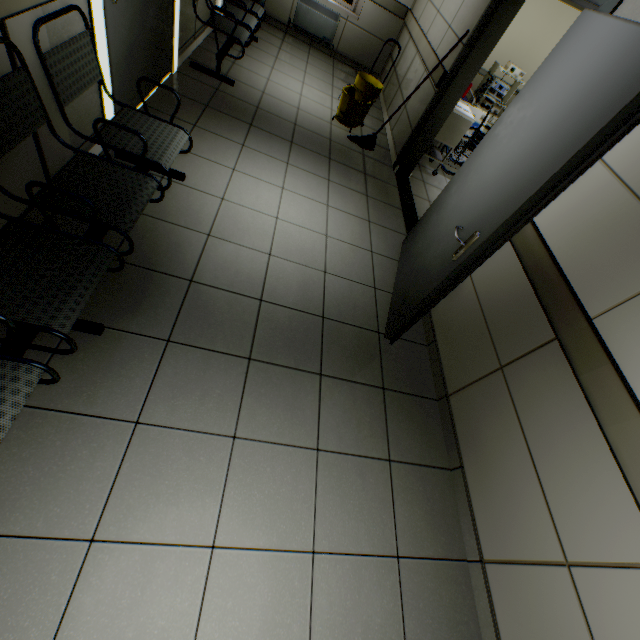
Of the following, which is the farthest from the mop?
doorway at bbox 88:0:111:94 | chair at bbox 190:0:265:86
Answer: doorway at bbox 88:0:111:94

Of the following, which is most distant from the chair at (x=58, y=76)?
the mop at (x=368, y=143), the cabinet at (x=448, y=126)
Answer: the cabinet at (x=448, y=126)

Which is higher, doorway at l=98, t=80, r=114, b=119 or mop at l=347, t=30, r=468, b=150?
doorway at l=98, t=80, r=114, b=119

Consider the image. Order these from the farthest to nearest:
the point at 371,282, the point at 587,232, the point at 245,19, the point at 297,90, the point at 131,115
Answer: the point at 297,90
the point at 245,19
the point at 371,282
the point at 131,115
the point at 587,232

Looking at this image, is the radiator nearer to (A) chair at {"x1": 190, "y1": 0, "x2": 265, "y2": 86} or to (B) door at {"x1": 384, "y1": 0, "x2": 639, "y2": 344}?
(A) chair at {"x1": 190, "y1": 0, "x2": 265, "y2": 86}

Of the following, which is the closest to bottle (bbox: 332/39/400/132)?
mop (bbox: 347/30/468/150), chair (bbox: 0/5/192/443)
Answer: mop (bbox: 347/30/468/150)

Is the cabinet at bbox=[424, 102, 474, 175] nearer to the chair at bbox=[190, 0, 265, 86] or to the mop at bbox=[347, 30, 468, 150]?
the mop at bbox=[347, 30, 468, 150]

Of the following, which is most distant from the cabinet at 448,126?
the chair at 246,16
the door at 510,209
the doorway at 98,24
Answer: the doorway at 98,24
